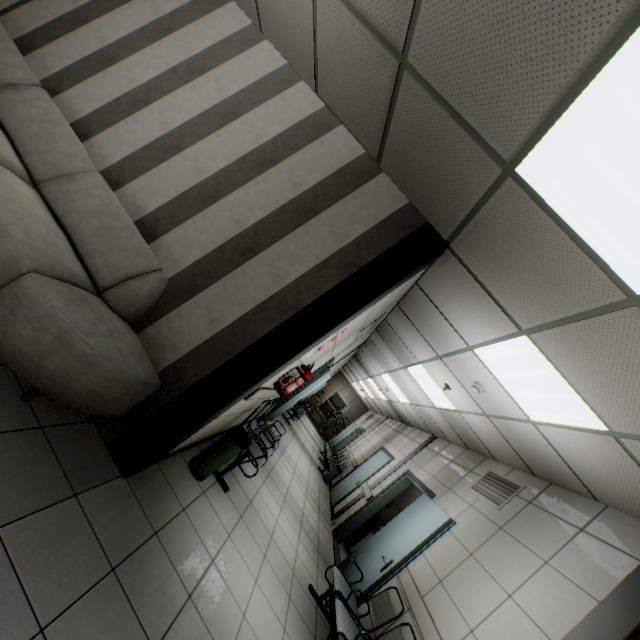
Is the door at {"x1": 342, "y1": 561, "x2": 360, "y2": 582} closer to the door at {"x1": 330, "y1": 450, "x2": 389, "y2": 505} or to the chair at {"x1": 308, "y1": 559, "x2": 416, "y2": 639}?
the chair at {"x1": 308, "y1": 559, "x2": 416, "y2": 639}

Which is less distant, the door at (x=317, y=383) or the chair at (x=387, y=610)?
the chair at (x=387, y=610)

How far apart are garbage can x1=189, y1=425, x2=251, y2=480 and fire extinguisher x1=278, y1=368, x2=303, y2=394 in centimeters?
65cm

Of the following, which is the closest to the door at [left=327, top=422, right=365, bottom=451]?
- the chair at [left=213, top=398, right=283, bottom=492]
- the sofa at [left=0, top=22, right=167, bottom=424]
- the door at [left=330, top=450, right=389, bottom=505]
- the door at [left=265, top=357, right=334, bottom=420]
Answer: the door at [left=330, top=450, right=389, bottom=505]

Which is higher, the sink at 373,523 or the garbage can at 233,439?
the sink at 373,523

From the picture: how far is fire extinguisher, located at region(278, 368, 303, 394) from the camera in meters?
3.4 m

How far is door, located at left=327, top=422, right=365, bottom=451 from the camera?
16.0m

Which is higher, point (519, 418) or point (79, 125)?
point (519, 418)
